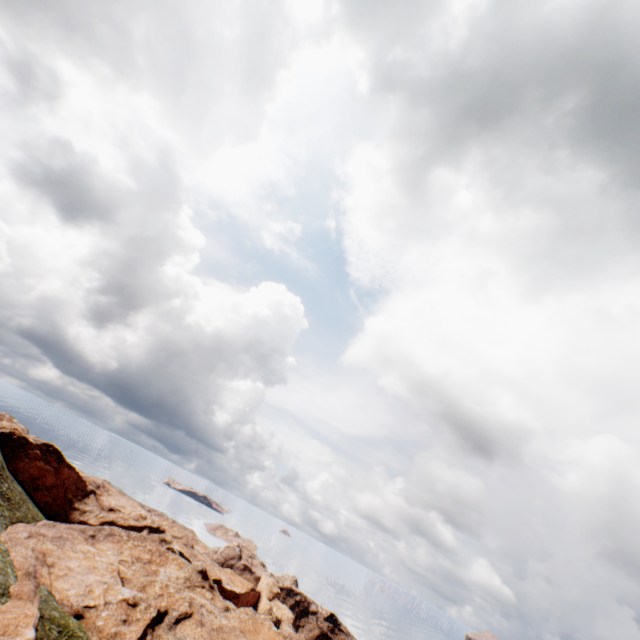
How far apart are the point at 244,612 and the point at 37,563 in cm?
3642
